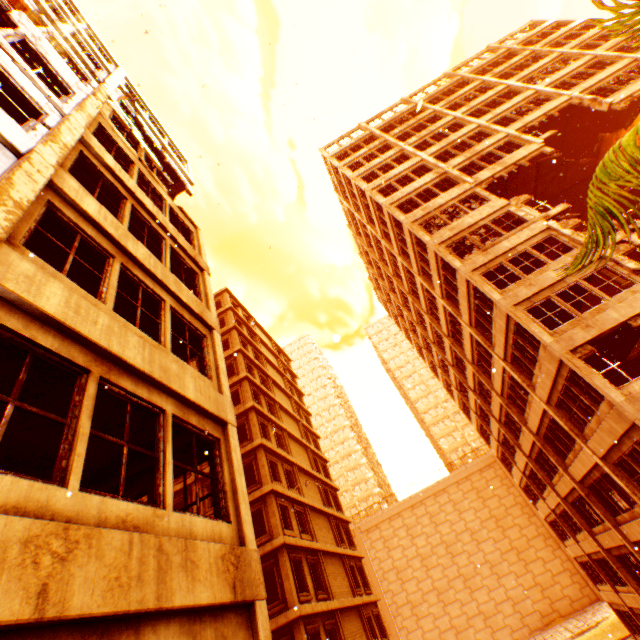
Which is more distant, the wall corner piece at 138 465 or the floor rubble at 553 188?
the floor rubble at 553 188

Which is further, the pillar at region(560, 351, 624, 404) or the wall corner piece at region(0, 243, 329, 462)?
the pillar at region(560, 351, 624, 404)

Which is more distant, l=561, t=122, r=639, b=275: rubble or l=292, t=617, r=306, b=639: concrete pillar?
l=292, t=617, r=306, b=639: concrete pillar

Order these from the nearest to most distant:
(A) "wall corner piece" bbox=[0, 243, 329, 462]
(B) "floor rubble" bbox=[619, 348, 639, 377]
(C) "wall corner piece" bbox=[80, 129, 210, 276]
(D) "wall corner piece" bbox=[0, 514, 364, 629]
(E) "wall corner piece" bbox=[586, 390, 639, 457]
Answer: (D) "wall corner piece" bbox=[0, 514, 364, 629]
(A) "wall corner piece" bbox=[0, 243, 329, 462]
(C) "wall corner piece" bbox=[80, 129, 210, 276]
(E) "wall corner piece" bbox=[586, 390, 639, 457]
(B) "floor rubble" bbox=[619, 348, 639, 377]

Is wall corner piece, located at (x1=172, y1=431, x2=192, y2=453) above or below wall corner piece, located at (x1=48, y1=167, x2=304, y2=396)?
below

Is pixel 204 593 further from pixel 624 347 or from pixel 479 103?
pixel 479 103

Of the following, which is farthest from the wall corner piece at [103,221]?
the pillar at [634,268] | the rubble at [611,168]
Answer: the rubble at [611,168]

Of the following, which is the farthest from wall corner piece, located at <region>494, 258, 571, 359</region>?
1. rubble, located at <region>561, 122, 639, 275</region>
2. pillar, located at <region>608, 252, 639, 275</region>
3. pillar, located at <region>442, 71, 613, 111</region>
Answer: pillar, located at <region>442, 71, 613, 111</region>
